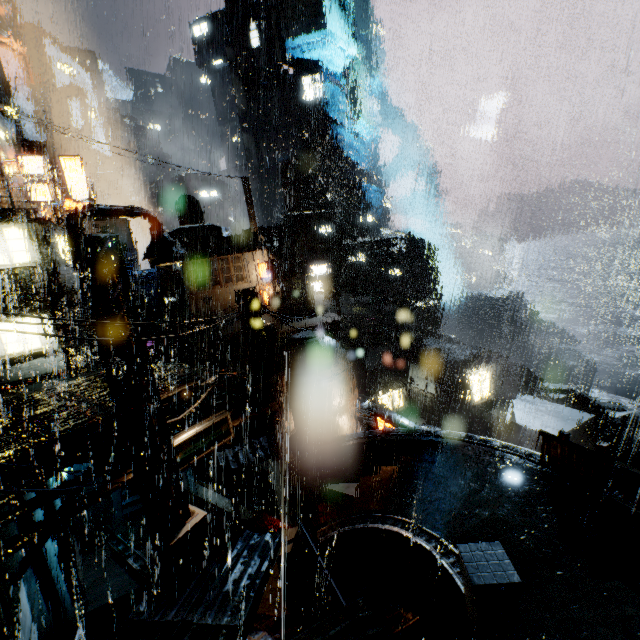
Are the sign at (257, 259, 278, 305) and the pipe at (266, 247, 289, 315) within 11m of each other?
yes

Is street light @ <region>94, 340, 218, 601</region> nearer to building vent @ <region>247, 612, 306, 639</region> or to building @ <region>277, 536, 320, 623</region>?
building vent @ <region>247, 612, 306, 639</region>

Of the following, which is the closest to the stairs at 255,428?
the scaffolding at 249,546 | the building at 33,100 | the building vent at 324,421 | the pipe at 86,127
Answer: the building at 33,100

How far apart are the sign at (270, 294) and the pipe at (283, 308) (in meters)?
2.13

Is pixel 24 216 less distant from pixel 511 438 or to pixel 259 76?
pixel 511 438

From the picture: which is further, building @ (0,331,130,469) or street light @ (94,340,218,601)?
building @ (0,331,130,469)

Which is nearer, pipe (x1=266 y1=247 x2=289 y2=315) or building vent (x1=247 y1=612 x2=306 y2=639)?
building vent (x1=247 y1=612 x2=306 y2=639)

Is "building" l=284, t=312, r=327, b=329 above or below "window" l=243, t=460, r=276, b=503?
above
